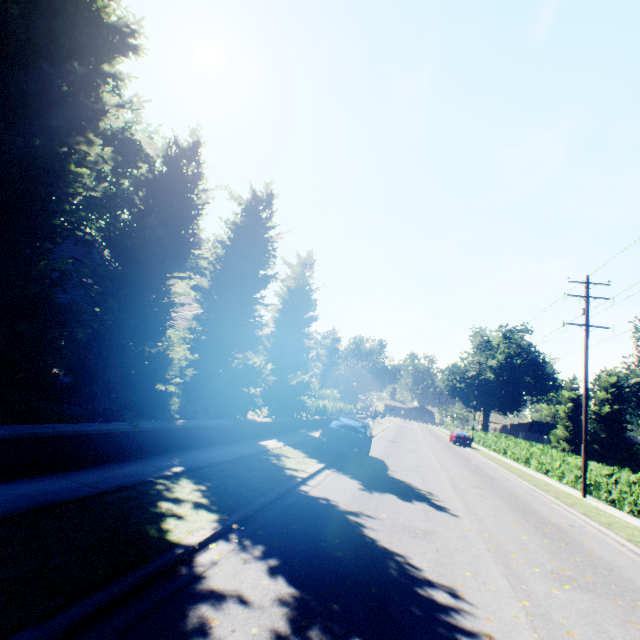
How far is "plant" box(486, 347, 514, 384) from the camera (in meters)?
58.06

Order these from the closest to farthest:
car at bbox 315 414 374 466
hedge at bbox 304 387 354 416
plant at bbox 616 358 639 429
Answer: car at bbox 315 414 374 466
hedge at bbox 304 387 354 416
plant at bbox 616 358 639 429

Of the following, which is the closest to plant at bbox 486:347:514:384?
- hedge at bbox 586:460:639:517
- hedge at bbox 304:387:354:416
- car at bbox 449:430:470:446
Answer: hedge at bbox 304:387:354:416

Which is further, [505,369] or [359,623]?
[505,369]

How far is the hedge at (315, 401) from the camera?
23.70m

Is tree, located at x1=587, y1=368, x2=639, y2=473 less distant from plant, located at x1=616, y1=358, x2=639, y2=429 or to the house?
plant, located at x1=616, y1=358, x2=639, y2=429

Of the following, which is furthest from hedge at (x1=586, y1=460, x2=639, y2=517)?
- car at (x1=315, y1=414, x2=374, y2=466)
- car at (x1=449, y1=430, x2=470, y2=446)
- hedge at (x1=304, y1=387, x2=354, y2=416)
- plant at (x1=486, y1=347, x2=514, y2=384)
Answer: plant at (x1=486, y1=347, x2=514, y2=384)
